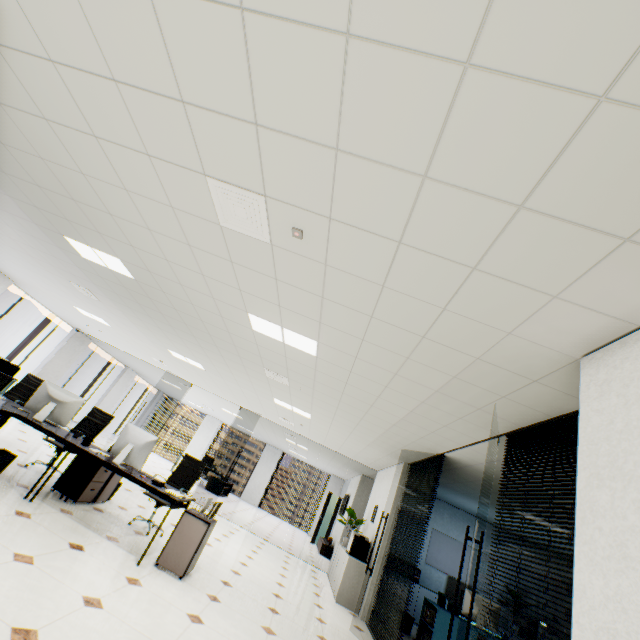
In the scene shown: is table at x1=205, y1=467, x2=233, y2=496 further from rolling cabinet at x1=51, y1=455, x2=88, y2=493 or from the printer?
rolling cabinet at x1=51, y1=455, x2=88, y2=493

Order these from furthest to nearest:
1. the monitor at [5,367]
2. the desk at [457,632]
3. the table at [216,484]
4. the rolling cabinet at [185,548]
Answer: the table at [216,484] < the desk at [457,632] < the monitor at [5,367] < the rolling cabinet at [185,548]

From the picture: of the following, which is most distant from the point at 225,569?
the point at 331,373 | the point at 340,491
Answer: the point at 340,491

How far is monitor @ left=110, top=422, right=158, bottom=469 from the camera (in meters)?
4.25

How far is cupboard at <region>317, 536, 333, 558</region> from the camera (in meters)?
11.59

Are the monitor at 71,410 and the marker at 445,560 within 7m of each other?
no

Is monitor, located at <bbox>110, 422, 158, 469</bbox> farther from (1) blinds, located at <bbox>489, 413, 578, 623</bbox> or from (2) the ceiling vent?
(1) blinds, located at <bbox>489, 413, 578, 623</bbox>

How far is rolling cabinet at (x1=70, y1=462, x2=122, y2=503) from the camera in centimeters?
467cm
